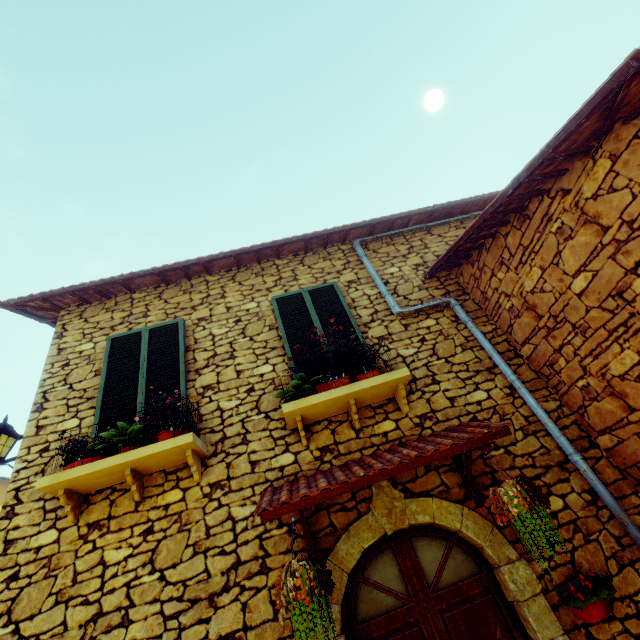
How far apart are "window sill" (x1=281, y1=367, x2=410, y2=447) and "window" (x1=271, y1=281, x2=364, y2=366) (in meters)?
0.45

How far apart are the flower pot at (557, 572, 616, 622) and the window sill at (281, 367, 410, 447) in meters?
2.0 m

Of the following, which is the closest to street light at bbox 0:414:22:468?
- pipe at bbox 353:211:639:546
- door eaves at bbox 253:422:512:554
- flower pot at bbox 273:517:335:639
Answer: door eaves at bbox 253:422:512:554

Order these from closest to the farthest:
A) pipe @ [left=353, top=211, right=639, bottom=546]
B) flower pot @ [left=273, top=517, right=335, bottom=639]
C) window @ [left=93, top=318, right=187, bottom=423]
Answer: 1. flower pot @ [left=273, top=517, right=335, bottom=639]
2. pipe @ [left=353, top=211, right=639, bottom=546]
3. window @ [left=93, top=318, right=187, bottom=423]

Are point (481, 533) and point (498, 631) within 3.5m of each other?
yes

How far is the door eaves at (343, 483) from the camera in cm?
275

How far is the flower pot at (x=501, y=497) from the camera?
2.5m

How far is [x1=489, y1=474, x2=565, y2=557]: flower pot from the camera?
2.5m
